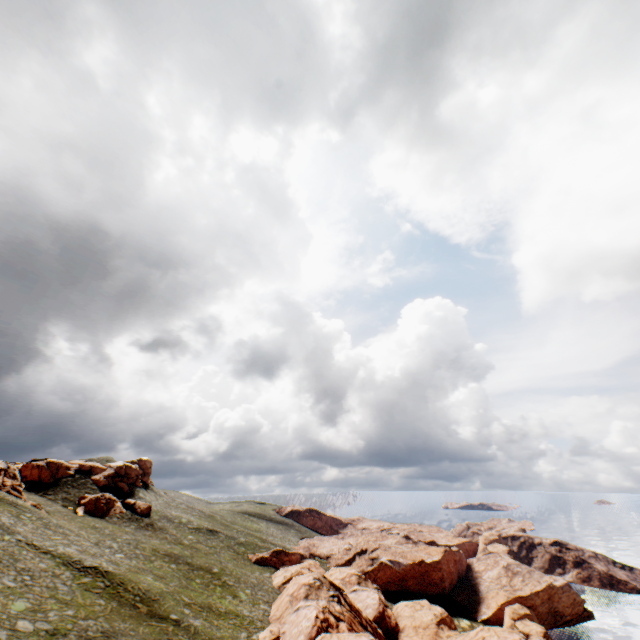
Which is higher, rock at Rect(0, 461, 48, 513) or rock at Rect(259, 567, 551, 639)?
rock at Rect(0, 461, 48, 513)

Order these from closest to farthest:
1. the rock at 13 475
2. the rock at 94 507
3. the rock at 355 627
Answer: the rock at 355 627 → the rock at 13 475 → the rock at 94 507

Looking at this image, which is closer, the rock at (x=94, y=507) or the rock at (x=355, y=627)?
the rock at (x=355, y=627)

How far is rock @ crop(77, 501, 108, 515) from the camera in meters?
58.1

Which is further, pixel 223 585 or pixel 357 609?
pixel 223 585

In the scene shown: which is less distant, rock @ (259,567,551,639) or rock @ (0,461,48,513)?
rock @ (259,567,551,639)

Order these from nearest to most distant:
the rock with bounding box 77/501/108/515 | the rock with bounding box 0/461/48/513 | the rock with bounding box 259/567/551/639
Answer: the rock with bounding box 259/567/551/639 < the rock with bounding box 0/461/48/513 < the rock with bounding box 77/501/108/515
